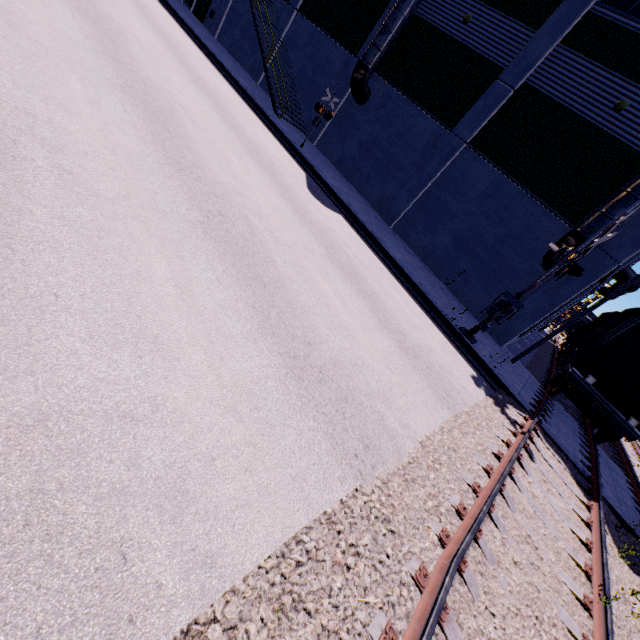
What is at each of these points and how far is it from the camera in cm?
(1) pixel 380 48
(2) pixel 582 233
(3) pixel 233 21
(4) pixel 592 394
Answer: (1) vent duct, 1602
(2) vent duct, 1113
(3) building, 2512
(4) flatcar, 1117

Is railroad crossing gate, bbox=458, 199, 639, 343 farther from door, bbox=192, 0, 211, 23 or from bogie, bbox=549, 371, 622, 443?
door, bbox=192, 0, 211, 23

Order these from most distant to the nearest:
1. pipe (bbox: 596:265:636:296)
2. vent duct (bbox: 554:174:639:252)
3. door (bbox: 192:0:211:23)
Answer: door (bbox: 192:0:211:23), pipe (bbox: 596:265:636:296), vent duct (bbox: 554:174:639:252)

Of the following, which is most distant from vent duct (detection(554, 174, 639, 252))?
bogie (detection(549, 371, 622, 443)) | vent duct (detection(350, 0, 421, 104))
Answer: vent duct (detection(350, 0, 421, 104))

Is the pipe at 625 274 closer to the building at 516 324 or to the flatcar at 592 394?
the building at 516 324

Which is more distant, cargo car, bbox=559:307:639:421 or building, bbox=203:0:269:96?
building, bbox=203:0:269:96

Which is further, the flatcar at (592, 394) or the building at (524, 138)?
the building at (524, 138)

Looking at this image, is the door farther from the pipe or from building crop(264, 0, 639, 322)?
the pipe
